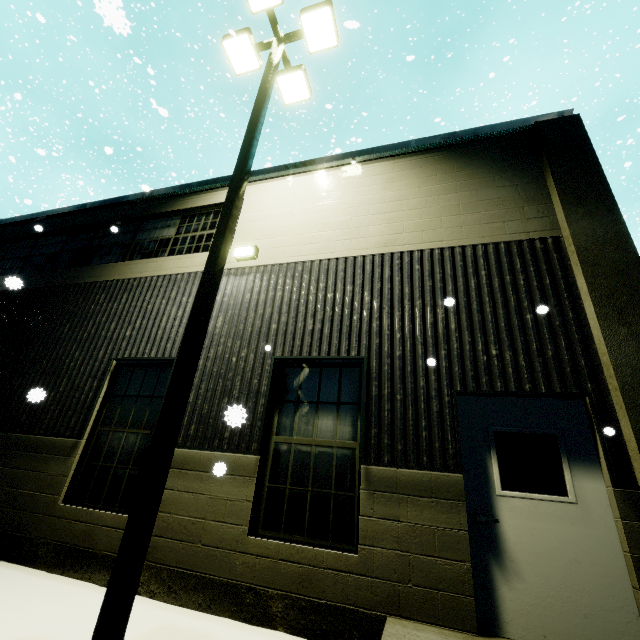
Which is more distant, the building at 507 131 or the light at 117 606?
the building at 507 131

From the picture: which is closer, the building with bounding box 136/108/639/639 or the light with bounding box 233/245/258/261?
the building with bounding box 136/108/639/639

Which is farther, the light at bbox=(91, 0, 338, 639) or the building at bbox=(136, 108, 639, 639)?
the building at bbox=(136, 108, 639, 639)

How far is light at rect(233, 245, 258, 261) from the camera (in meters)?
6.44

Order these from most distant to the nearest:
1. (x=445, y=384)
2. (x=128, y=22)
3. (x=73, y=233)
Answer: (x=73, y=233) < (x=445, y=384) < (x=128, y=22)

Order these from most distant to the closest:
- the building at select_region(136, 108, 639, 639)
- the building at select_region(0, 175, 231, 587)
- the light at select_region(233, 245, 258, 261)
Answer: the light at select_region(233, 245, 258, 261), the building at select_region(0, 175, 231, 587), the building at select_region(136, 108, 639, 639)

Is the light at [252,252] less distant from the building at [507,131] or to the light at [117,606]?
the building at [507,131]
